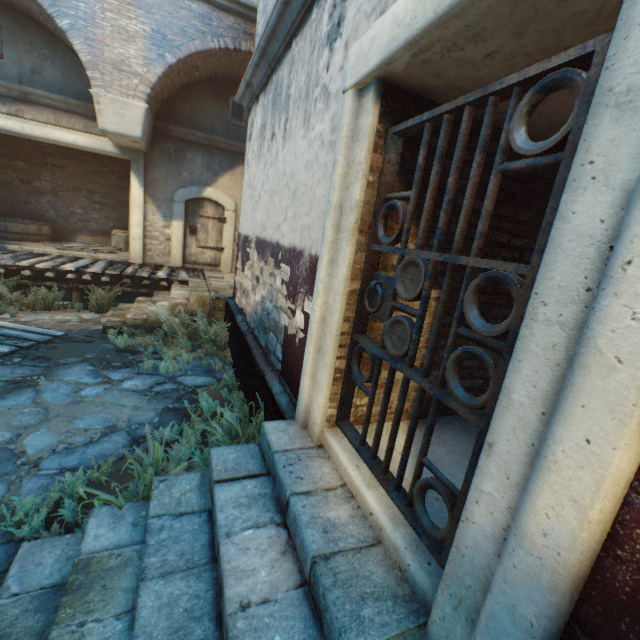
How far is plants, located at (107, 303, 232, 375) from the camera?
5.64m

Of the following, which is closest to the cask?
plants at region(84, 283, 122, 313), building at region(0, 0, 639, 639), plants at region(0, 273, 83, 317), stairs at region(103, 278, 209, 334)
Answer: plants at region(0, 273, 83, 317)

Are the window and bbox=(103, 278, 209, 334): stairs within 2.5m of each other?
no

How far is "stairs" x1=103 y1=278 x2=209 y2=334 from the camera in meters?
6.7

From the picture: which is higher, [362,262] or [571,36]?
[571,36]

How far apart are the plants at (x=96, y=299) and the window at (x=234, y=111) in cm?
562

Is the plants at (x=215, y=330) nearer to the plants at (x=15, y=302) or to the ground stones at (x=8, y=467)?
the ground stones at (x=8, y=467)

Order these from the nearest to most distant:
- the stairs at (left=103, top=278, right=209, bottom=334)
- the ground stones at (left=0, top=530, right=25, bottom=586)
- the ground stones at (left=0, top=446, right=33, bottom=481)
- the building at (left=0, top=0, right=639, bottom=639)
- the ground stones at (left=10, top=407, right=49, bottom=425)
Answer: the building at (left=0, top=0, right=639, bottom=639)
the ground stones at (left=0, top=530, right=25, bottom=586)
the ground stones at (left=0, top=446, right=33, bottom=481)
the ground stones at (left=10, top=407, right=49, bottom=425)
the stairs at (left=103, top=278, right=209, bottom=334)
